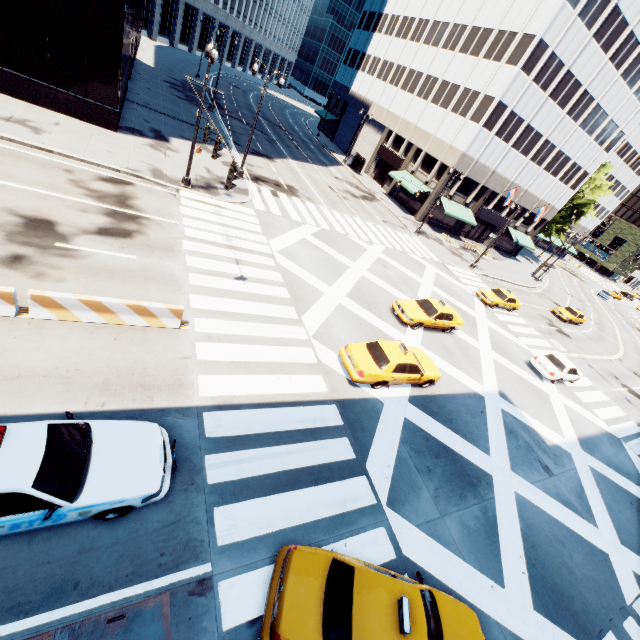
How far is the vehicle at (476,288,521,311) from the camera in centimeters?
2782cm

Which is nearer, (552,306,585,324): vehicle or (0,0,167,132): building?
(0,0,167,132): building

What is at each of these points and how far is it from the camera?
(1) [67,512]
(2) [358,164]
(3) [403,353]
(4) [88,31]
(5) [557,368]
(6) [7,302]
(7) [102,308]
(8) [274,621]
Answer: (1) vehicle, 5.8m
(2) bus stop, 48.7m
(3) vehicle, 13.6m
(4) building, 17.6m
(5) vehicle, 21.4m
(6) concrete barrier, 8.7m
(7) concrete barrier, 9.8m
(8) vehicle, 6.0m

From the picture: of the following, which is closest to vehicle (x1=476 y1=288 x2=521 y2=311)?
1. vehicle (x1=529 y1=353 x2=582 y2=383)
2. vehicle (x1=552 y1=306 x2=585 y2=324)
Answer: vehicle (x1=529 y1=353 x2=582 y2=383)

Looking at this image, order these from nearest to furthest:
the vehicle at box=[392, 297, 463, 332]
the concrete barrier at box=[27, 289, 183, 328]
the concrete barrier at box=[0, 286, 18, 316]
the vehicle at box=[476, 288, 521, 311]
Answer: the concrete barrier at box=[0, 286, 18, 316] < the concrete barrier at box=[27, 289, 183, 328] < the vehicle at box=[392, 297, 463, 332] < the vehicle at box=[476, 288, 521, 311]

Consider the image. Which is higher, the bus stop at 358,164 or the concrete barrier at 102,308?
the bus stop at 358,164

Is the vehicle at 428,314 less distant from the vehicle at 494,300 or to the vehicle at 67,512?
the vehicle at 494,300

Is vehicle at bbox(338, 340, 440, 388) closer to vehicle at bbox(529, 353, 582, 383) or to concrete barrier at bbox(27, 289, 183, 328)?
concrete barrier at bbox(27, 289, 183, 328)
